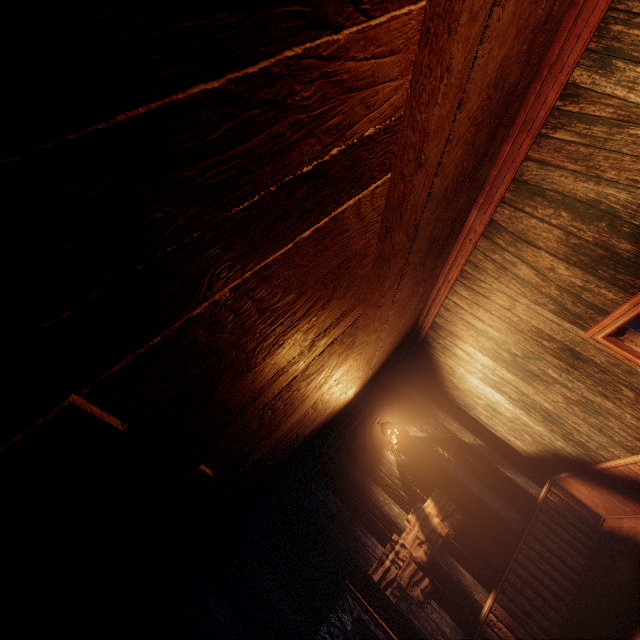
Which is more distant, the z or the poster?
the z

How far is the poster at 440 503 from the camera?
4.6 meters

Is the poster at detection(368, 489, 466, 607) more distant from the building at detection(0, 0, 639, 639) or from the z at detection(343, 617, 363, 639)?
the z at detection(343, 617, 363, 639)

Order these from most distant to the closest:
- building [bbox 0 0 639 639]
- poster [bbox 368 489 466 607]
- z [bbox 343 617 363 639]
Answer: z [bbox 343 617 363 639], poster [bbox 368 489 466 607], building [bbox 0 0 639 639]

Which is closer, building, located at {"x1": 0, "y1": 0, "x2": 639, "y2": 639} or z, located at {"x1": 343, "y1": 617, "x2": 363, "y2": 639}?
building, located at {"x1": 0, "y1": 0, "x2": 639, "y2": 639}

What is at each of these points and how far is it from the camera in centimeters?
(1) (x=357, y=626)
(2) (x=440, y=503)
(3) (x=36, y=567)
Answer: (1) z, 1686cm
(2) poster, 515cm
(3) building, 134cm

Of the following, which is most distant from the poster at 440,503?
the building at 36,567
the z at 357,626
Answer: the z at 357,626
